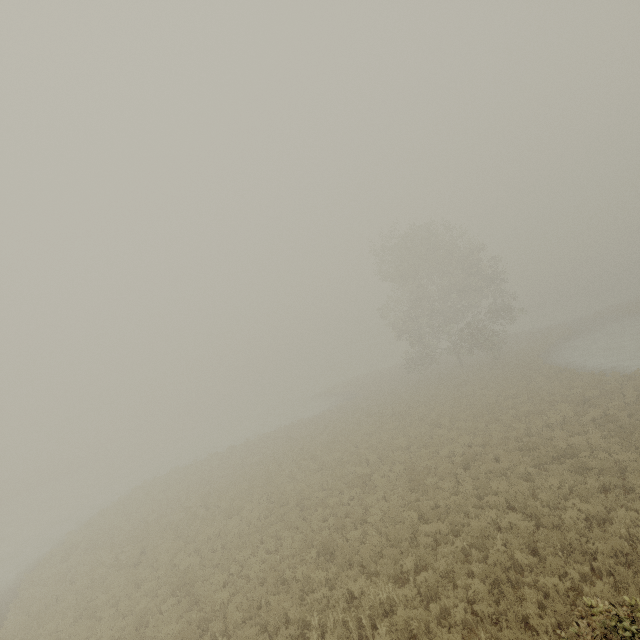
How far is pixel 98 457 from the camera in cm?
5938
